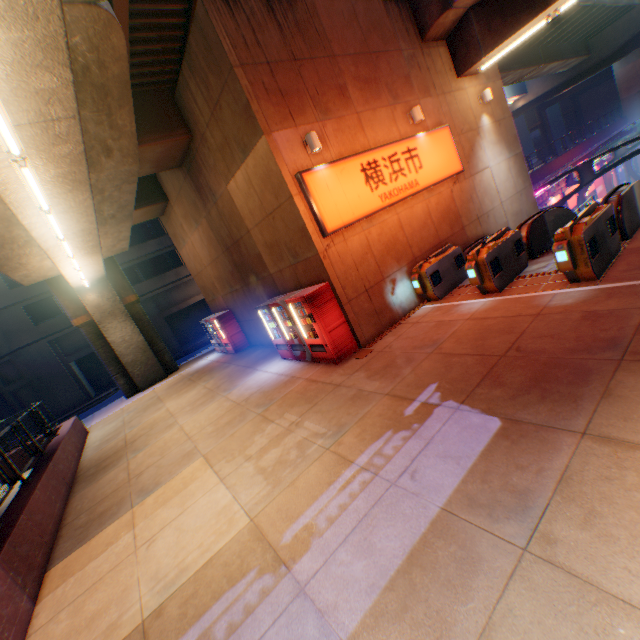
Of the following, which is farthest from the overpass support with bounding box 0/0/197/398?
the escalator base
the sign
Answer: the escalator base

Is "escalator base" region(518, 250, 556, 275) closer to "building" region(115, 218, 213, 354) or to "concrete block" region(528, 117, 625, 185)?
"concrete block" region(528, 117, 625, 185)

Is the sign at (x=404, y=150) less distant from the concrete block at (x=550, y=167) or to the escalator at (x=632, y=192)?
the escalator at (x=632, y=192)

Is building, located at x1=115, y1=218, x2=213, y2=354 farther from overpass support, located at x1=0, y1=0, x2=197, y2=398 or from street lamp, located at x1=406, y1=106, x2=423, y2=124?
street lamp, located at x1=406, y1=106, x2=423, y2=124

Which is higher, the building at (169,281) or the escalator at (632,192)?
the building at (169,281)

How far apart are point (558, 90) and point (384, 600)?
46.9 meters

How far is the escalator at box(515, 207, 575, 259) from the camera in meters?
9.1

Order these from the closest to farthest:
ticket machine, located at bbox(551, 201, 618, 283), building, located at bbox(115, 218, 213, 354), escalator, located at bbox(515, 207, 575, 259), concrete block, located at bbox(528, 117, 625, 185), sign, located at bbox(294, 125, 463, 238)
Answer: ticket machine, located at bbox(551, 201, 618, 283) → sign, located at bbox(294, 125, 463, 238) → escalator, located at bbox(515, 207, 575, 259) → concrete block, located at bbox(528, 117, 625, 185) → building, located at bbox(115, 218, 213, 354)
